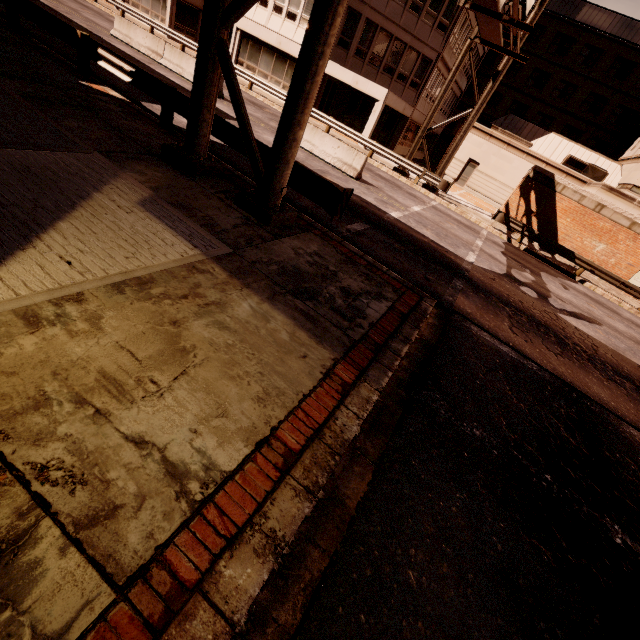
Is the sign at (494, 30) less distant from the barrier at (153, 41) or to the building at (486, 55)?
the barrier at (153, 41)

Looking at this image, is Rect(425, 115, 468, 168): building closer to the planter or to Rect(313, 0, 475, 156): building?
Rect(313, 0, 475, 156): building

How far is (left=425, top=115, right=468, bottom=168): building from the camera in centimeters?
2938cm

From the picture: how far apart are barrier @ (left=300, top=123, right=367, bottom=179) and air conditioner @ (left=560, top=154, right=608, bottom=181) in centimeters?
2378cm

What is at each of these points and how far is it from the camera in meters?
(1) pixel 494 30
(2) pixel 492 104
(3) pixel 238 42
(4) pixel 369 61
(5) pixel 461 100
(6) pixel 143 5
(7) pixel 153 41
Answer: (1) sign, 9.9 m
(2) building, 42.3 m
(3) building, 25.4 m
(4) building, 24.2 m
(5) building, 43.6 m
(6) building, 28.4 m
(7) barrier, 16.8 m

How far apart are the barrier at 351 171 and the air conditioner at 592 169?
23.8 meters

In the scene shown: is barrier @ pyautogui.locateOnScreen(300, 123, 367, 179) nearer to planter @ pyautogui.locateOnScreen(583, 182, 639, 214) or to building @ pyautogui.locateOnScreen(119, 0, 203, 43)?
building @ pyautogui.locateOnScreen(119, 0, 203, 43)

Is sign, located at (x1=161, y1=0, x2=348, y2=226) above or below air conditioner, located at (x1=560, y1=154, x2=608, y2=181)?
below
